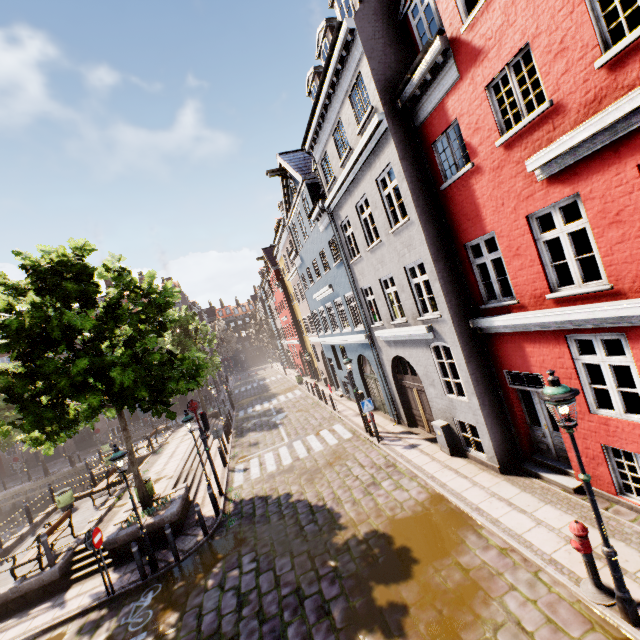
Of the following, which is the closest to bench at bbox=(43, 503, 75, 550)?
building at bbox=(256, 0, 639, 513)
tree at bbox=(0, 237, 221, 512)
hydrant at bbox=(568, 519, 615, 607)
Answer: tree at bbox=(0, 237, 221, 512)

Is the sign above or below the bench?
above

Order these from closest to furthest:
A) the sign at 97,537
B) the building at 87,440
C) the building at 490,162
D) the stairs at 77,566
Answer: the building at 490,162 → the sign at 97,537 → the stairs at 77,566 → the building at 87,440

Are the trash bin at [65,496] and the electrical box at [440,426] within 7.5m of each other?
no

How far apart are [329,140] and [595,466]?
13.2 meters

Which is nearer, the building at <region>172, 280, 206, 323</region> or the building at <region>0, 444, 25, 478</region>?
the building at <region>0, 444, 25, 478</region>

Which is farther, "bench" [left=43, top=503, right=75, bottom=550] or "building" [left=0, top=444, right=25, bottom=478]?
"building" [left=0, top=444, right=25, bottom=478]

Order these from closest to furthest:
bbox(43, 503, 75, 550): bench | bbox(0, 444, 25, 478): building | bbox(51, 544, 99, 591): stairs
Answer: bbox(51, 544, 99, 591): stairs → bbox(43, 503, 75, 550): bench → bbox(0, 444, 25, 478): building
